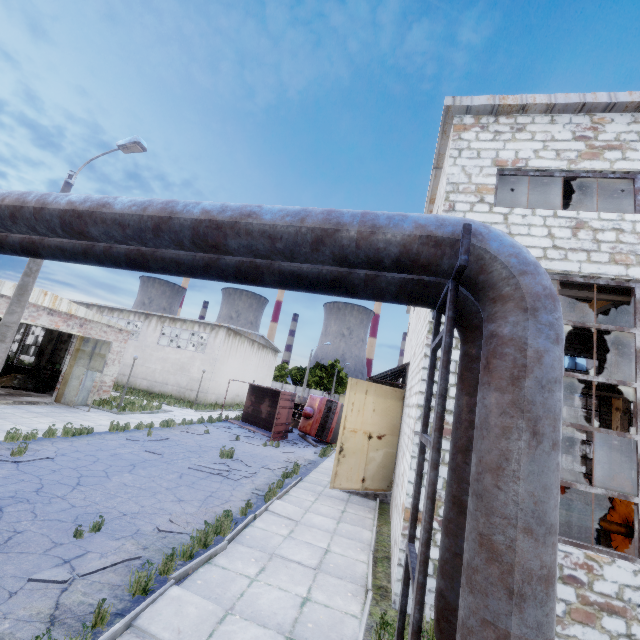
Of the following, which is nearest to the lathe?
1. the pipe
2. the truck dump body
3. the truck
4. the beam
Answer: the truck dump body

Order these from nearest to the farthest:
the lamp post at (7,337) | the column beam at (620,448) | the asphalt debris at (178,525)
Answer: the asphalt debris at (178,525)
the lamp post at (7,337)
the column beam at (620,448)

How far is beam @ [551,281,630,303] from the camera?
7.2m

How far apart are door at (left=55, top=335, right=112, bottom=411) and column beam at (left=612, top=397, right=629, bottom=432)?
30.91m

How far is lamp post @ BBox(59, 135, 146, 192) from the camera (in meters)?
10.30

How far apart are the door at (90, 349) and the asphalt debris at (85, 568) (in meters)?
13.95

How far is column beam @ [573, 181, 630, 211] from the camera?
8.8m

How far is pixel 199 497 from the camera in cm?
910
